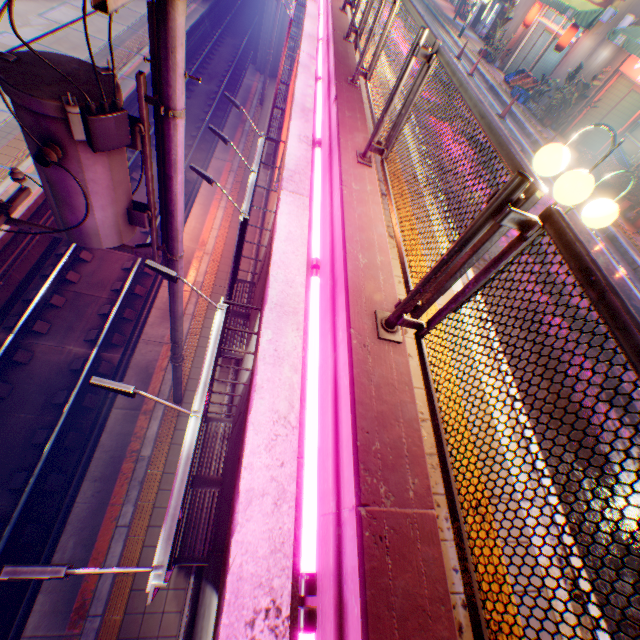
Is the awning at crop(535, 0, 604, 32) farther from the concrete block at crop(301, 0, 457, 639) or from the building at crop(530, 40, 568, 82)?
the concrete block at crop(301, 0, 457, 639)

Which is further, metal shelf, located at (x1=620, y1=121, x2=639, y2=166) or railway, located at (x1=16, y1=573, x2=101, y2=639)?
metal shelf, located at (x1=620, y1=121, x2=639, y2=166)

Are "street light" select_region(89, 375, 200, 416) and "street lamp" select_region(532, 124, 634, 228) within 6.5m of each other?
yes

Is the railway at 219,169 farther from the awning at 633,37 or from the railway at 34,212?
the awning at 633,37

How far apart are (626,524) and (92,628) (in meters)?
8.54

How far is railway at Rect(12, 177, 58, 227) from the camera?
10.1 meters

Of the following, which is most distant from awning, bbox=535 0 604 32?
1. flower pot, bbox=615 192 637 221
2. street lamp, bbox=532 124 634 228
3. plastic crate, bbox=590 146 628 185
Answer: street lamp, bbox=532 124 634 228

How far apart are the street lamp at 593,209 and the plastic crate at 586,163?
10.60m
